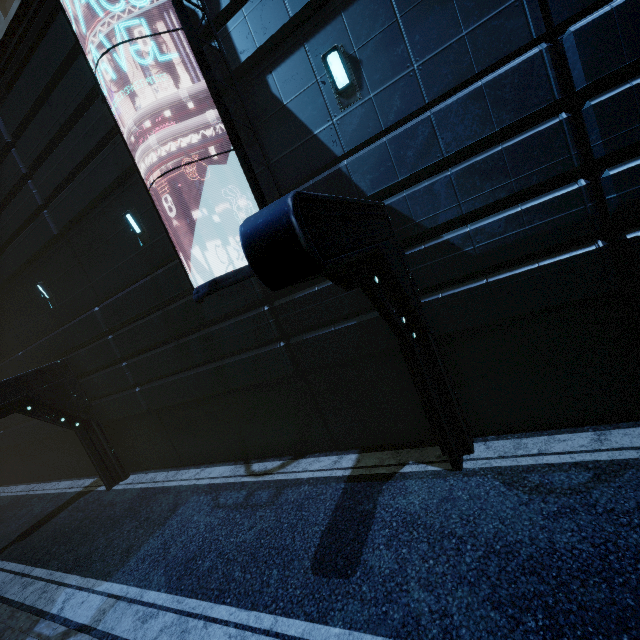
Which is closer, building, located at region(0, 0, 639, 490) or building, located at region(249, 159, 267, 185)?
building, located at region(0, 0, 639, 490)

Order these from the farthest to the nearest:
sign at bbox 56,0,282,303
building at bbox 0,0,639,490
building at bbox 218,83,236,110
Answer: building at bbox 218,83,236,110 → sign at bbox 56,0,282,303 → building at bbox 0,0,639,490

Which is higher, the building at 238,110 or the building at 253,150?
the building at 238,110

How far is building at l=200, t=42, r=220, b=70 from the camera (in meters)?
6.07

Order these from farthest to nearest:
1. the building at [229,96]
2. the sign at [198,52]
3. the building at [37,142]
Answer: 1. the building at [229,96]
2. the sign at [198,52]
3. the building at [37,142]

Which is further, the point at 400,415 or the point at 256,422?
the point at 256,422
